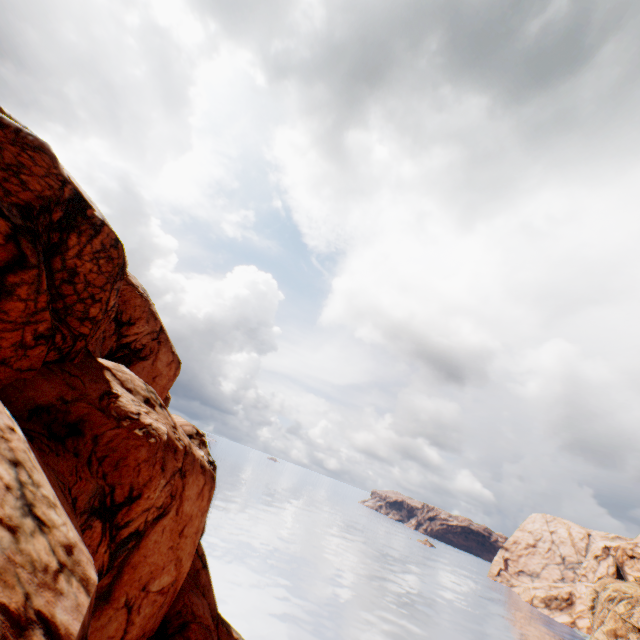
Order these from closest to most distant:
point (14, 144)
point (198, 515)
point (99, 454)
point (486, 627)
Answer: point (14, 144), point (99, 454), point (198, 515), point (486, 627)
